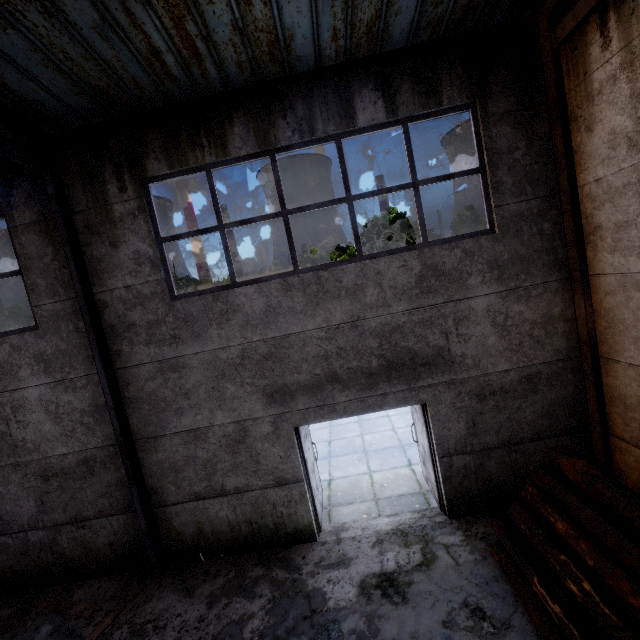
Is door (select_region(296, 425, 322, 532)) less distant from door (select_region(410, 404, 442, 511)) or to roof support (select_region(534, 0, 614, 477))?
door (select_region(410, 404, 442, 511))

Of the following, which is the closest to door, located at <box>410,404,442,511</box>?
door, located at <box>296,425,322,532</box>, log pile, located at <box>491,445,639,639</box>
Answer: log pile, located at <box>491,445,639,639</box>

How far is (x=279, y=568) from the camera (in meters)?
5.45

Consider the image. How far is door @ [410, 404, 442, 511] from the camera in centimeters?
584cm

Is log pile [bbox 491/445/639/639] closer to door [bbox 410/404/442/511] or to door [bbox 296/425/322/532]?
door [bbox 410/404/442/511]

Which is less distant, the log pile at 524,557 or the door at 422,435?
the log pile at 524,557

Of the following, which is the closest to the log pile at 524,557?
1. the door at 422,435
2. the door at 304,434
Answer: the door at 422,435

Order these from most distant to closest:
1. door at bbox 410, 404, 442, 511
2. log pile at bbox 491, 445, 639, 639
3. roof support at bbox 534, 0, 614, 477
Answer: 1. door at bbox 410, 404, 442, 511
2. roof support at bbox 534, 0, 614, 477
3. log pile at bbox 491, 445, 639, 639
